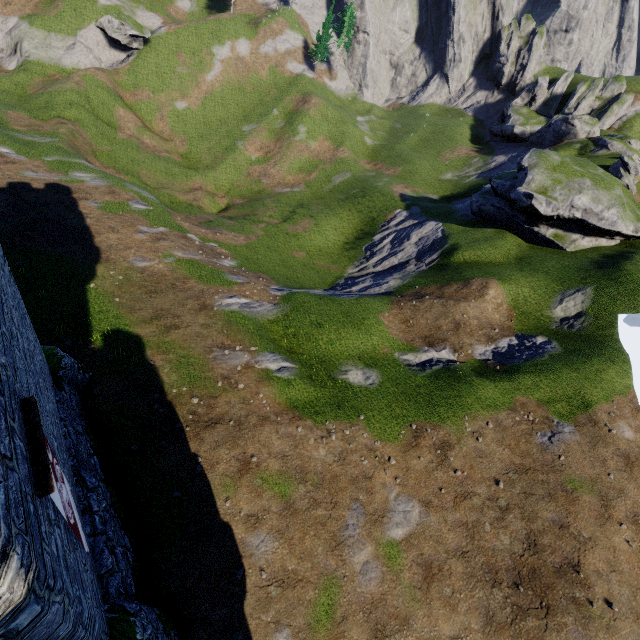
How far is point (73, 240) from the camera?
23.7m

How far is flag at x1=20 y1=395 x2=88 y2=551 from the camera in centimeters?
468cm

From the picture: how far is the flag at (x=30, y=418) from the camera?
4.7m

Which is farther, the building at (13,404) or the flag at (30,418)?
the flag at (30,418)

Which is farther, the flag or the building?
the flag
